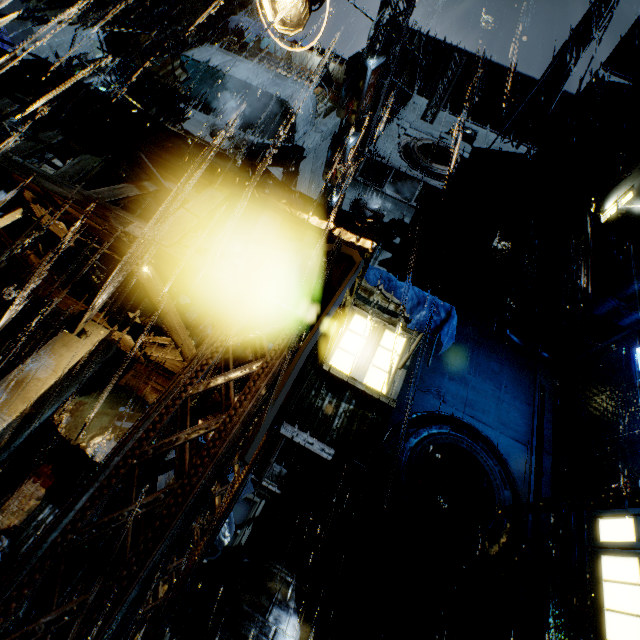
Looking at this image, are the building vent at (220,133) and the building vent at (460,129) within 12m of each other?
no

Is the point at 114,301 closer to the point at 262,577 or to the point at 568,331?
the point at 262,577

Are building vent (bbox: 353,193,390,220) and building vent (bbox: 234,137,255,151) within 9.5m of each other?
yes

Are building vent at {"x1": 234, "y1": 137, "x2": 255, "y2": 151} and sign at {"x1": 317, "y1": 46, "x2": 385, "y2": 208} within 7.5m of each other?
yes

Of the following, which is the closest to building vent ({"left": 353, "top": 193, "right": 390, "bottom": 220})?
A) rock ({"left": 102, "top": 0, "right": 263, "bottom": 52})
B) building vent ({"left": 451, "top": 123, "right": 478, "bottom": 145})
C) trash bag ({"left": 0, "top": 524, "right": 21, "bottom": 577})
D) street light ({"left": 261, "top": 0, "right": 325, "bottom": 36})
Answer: building vent ({"left": 451, "top": 123, "right": 478, "bottom": 145})

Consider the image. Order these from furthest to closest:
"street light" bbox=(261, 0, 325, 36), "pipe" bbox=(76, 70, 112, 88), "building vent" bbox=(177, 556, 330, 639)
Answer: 1. "pipe" bbox=(76, 70, 112, 88)
2. "building vent" bbox=(177, 556, 330, 639)
3. "street light" bbox=(261, 0, 325, 36)

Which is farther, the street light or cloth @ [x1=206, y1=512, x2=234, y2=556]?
cloth @ [x1=206, y1=512, x2=234, y2=556]

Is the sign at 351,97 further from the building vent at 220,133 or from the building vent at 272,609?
the building vent at 272,609
